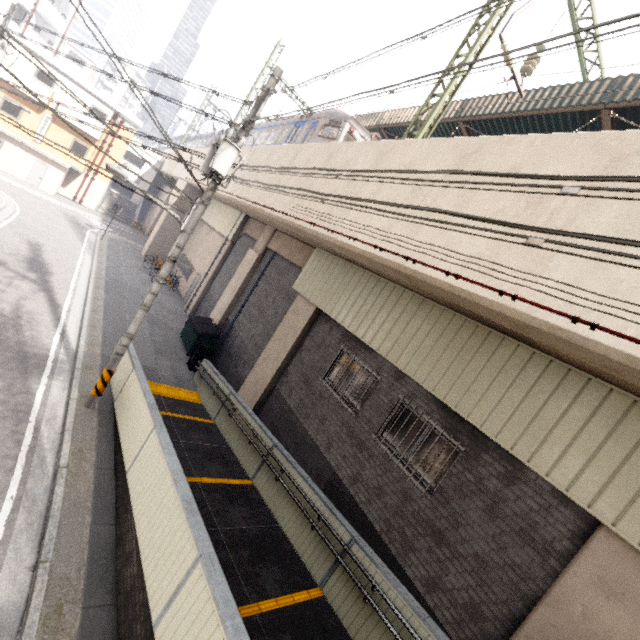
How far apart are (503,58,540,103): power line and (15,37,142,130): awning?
32.2 meters

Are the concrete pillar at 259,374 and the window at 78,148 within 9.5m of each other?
no

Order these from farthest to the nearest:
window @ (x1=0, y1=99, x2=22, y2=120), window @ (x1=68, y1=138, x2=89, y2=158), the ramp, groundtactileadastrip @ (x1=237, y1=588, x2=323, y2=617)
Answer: window @ (x1=68, y1=138, x2=89, y2=158) → window @ (x1=0, y1=99, x2=22, y2=120) → groundtactileadastrip @ (x1=237, y1=588, x2=323, y2=617) → the ramp

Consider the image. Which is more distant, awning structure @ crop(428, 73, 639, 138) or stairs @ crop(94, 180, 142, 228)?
stairs @ crop(94, 180, 142, 228)

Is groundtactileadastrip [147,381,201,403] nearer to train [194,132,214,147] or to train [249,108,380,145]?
train [249,108,380,145]

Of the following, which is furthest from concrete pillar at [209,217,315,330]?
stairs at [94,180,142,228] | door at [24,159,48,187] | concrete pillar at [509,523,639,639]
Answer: stairs at [94,180,142,228]

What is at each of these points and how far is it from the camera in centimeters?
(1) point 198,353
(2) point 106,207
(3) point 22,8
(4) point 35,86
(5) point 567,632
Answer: (1) trash can, 1316cm
(2) stairs, 3400cm
(3) building, 2847cm
(4) balcony, 2384cm
(5) concrete pillar, 442cm

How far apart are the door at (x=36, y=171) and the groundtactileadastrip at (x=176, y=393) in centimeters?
2716cm
